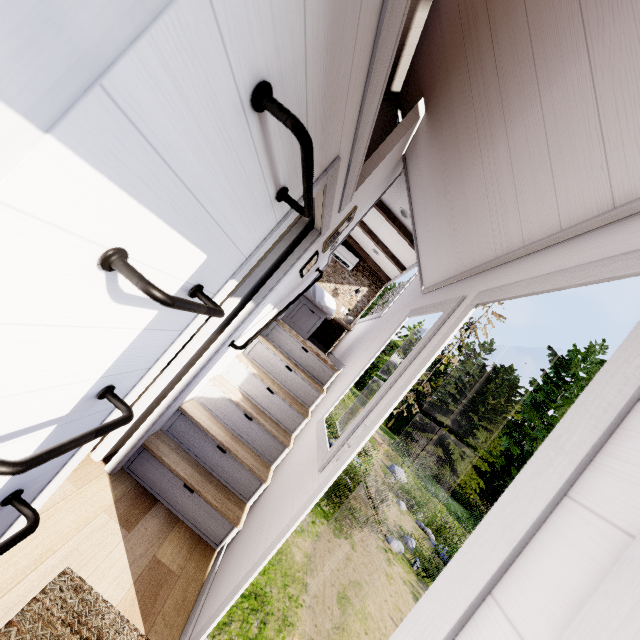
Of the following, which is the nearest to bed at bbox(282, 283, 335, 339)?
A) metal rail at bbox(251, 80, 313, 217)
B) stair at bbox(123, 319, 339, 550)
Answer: stair at bbox(123, 319, 339, 550)

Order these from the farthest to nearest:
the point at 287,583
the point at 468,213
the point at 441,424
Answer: the point at 441,424 → the point at 287,583 → the point at 468,213

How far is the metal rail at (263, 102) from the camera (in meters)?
0.73

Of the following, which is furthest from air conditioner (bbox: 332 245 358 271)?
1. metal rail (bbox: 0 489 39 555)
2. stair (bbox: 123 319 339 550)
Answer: metal rail (bbox: 0 489 39 555)

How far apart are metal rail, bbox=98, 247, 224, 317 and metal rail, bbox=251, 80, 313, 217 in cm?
46

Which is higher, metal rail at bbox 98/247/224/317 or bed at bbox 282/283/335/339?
bed at bbox 282/283/335/339

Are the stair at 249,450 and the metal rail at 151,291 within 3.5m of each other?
yes

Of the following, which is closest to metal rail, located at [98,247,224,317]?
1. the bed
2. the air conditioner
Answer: A: the bed
